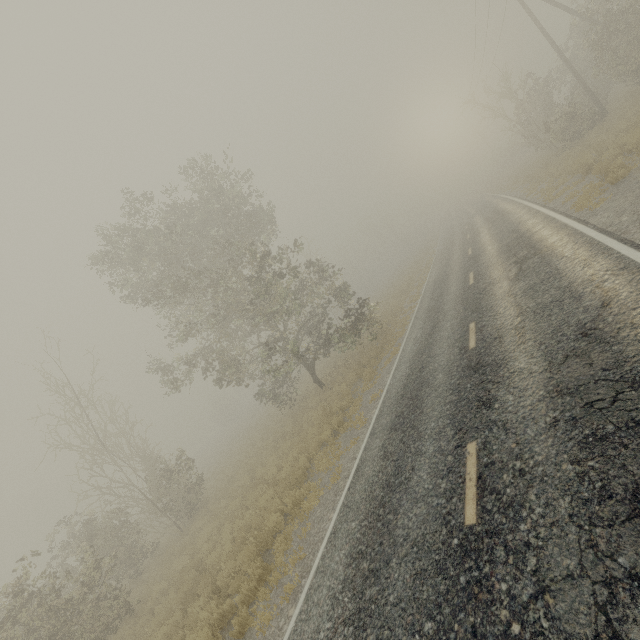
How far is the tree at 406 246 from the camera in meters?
55.1

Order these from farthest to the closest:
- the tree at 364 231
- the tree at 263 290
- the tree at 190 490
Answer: the tree at 364 231, the tree at 263 290, the tree at 190 490

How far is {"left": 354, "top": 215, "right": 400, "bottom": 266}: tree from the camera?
54.2 meters

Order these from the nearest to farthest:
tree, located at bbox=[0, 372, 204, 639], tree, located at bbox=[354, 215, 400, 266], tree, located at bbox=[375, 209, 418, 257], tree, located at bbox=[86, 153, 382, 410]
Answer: tree, located at bbox=[0, 372, 204, 639]
tree, located at bbox=[86, 153, 382, 410]
tree, located at bbox=[354, 215, 400, 266]
tree, located at bbox=[375, 209, 418, 257]

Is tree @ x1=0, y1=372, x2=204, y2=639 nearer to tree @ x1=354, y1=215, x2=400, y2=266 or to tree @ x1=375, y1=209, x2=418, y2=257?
tree @ x1=354, y1=215, x2=400, y2=266

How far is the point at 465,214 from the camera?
38.9m
